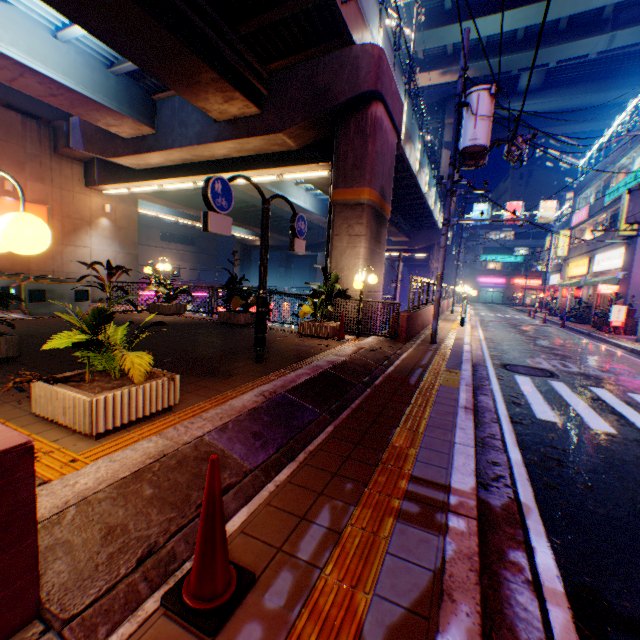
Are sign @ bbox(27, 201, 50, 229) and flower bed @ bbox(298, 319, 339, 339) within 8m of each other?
no

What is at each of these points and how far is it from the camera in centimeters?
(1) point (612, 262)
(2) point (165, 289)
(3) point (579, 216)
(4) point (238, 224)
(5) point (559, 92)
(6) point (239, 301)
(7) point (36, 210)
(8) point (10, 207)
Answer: (1) sign, 2138cm
(2) plants, 1264cm
(3) sign, 2852cm
(4) overpass support, 3666cm
(5) overpass support, 3650cm
(6) plants, 1087cm
(7) sign, 1631cm
(8) sign, 1540cm

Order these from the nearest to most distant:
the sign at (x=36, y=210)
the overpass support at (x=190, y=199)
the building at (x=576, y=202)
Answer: the sign at (x=36, y=210), the overpass support at (x=190, y=199), the building at (x=576, y=202)

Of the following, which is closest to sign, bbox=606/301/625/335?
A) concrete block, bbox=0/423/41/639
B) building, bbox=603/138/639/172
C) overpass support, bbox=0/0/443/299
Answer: building, bbox=603/138/639/172

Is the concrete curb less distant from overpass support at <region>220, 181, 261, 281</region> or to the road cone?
the road cone

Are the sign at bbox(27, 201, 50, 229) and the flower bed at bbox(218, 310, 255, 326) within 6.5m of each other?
no

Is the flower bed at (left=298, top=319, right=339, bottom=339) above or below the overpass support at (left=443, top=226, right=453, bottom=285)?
below

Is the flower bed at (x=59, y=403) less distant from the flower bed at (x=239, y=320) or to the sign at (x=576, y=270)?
the flower bed at (x=239, y=320)
